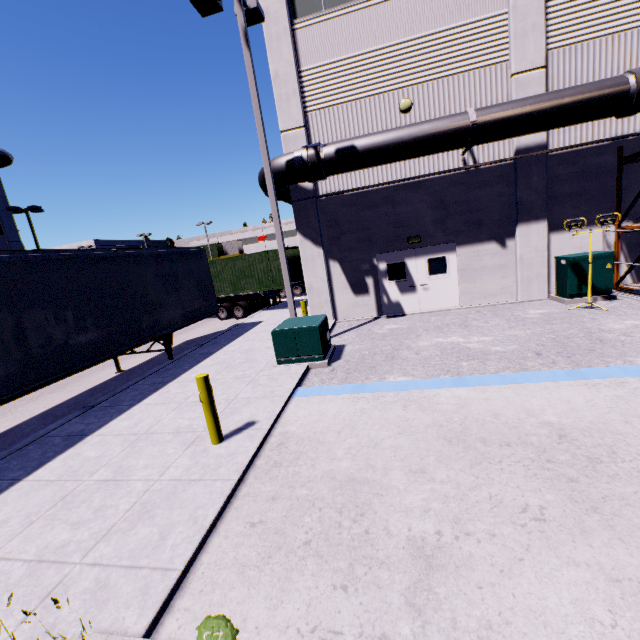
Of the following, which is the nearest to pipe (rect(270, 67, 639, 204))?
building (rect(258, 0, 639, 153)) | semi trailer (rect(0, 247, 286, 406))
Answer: building (rect(258, 0, 639, 153))

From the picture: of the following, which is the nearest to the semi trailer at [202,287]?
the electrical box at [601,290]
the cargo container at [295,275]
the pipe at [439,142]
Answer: the cargo container at [295,275]

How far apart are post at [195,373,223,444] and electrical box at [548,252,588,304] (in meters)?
11.47

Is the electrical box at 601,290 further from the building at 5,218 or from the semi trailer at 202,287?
the semi trailer at 202,287

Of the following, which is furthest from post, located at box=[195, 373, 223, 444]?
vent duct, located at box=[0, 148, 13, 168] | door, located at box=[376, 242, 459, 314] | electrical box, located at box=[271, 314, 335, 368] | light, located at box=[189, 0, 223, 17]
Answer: vent duct, located at box=[0, 148, 13, 168]

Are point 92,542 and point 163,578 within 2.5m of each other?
yes

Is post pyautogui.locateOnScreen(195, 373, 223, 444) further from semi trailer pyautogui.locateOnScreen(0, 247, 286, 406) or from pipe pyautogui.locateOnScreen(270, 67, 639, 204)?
pipe pyautogui.locateOnScreen(270, 67, 639, 204)

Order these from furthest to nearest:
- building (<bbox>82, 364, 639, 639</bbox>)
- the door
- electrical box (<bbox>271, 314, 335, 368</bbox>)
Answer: the door → electrical box (<bbox>271, 314, 335, 368</bbox>) → building (<bbox>82, 364, 639, 639</bbox>)
